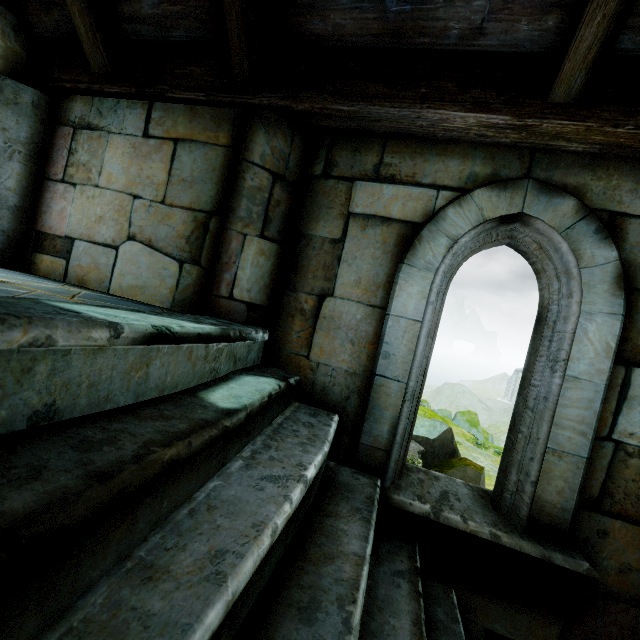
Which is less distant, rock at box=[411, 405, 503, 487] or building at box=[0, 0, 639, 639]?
building at box=[0, 0, 639, 639]

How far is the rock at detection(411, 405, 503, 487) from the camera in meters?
17.0

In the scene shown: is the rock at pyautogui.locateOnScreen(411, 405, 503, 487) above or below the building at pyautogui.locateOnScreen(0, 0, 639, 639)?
below

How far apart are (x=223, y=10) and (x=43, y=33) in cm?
165

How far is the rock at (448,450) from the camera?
17.0 meters

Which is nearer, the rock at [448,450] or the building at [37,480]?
the building at [37,480]
